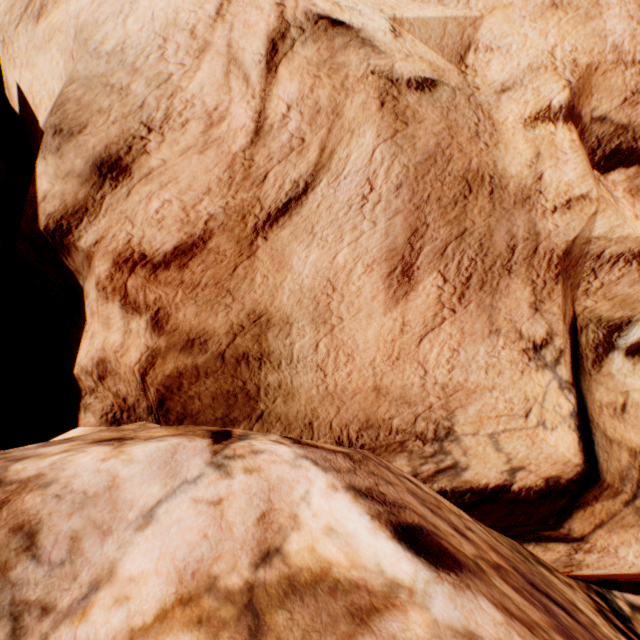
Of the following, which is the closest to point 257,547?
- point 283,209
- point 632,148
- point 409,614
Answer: point 409,614
